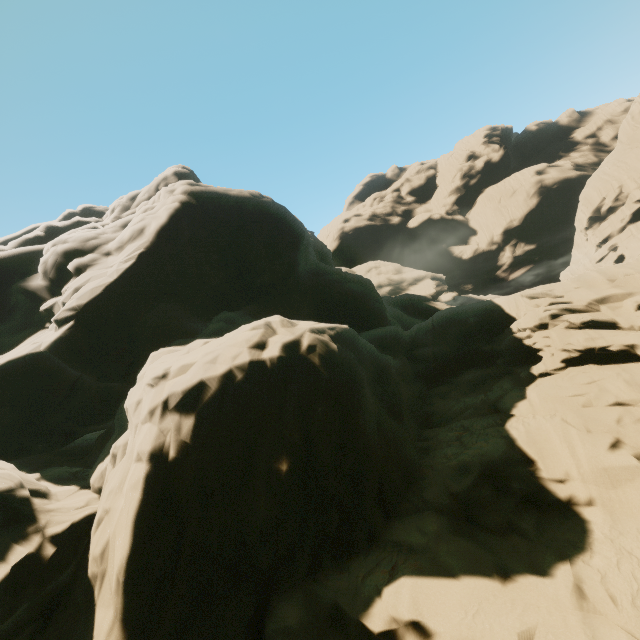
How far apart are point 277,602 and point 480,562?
4.8m
